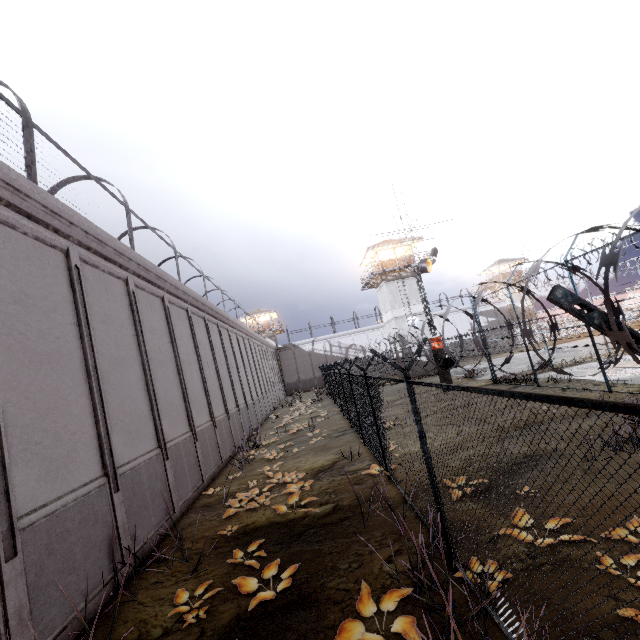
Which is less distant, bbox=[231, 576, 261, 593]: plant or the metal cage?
bbox=[231, 576, 261, 593]: plant

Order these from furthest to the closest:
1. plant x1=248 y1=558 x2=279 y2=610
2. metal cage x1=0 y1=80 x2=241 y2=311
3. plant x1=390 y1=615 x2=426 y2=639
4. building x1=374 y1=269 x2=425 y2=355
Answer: building x1=374 y1=269 x2=425 y2=355 < metal cage x1=0 y1=80 x2=241 y2=311 < plant x1=248 y1=558 x2=279 y2=610 < plant x1=390 y1=615 x2=426 y2=639

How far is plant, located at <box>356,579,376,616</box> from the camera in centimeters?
419cm

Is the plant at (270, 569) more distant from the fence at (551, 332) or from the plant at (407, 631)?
the fence at (551, 332)

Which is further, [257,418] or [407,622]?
[257,418]

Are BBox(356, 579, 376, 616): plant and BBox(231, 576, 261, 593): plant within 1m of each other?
no

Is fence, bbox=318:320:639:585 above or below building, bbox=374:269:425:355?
below

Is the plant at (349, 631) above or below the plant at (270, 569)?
below
